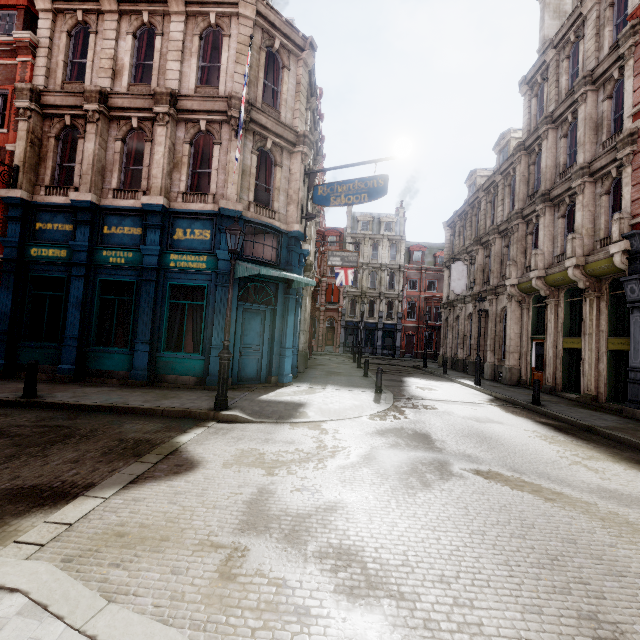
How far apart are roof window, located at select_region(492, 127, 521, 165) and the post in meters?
26.5 m

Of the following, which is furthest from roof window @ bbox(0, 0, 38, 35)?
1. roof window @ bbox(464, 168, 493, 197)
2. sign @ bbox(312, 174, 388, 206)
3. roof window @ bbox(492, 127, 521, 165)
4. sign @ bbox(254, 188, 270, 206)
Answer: roof window @ bbox(464, 168, 493, 197)

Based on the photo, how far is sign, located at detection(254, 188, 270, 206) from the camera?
12.1m

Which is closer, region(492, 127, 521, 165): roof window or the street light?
the street light

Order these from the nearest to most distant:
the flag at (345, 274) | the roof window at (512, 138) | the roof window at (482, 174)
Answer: the roof window at (512, 138) < the roof window at (482, 174) < the flag at (345, 274)

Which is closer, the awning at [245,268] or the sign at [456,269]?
the awning at [245,268]

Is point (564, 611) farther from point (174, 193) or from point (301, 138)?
point (301, 138)

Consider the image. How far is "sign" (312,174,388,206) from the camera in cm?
1152
